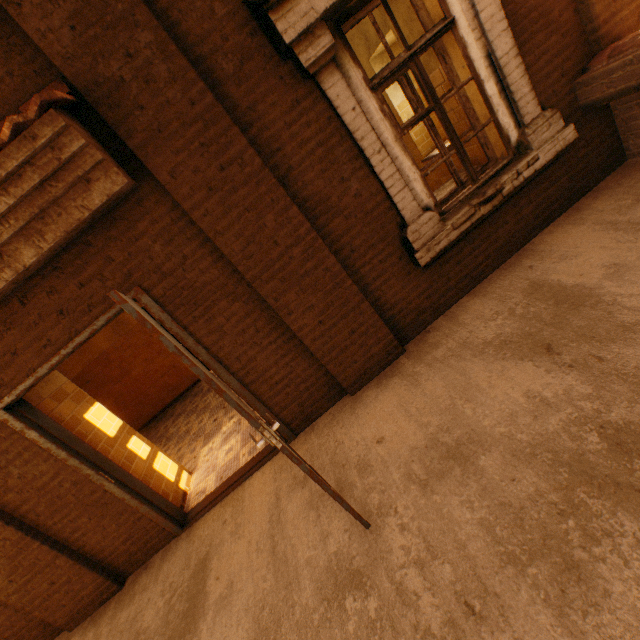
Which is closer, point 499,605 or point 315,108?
point 499,605

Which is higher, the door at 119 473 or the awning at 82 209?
the awning at 82 209

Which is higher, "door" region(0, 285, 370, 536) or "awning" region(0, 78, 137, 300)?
"awning" region(0, 78, 137, 300)
